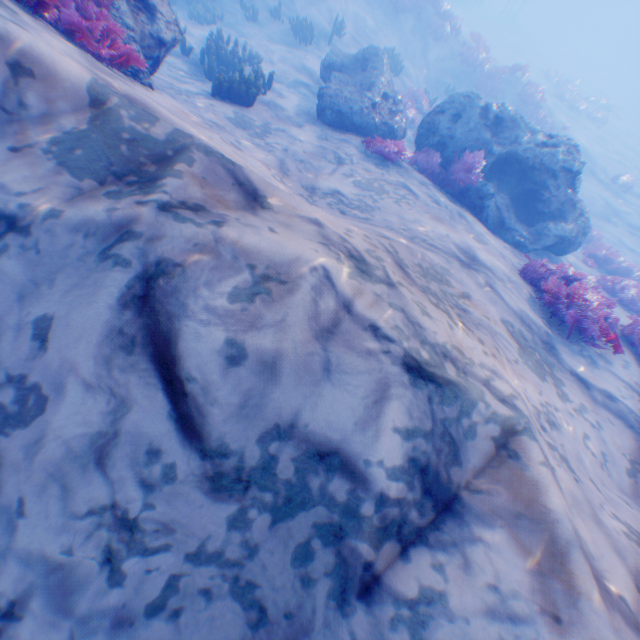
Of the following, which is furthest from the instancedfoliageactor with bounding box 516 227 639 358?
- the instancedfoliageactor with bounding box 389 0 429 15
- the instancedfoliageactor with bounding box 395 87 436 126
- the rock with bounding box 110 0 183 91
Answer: the instancedfoliageactor with bounding box 389 0 429 15

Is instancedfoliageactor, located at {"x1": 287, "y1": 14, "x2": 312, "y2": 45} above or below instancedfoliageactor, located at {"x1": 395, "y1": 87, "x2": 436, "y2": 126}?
above

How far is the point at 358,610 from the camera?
1.9m

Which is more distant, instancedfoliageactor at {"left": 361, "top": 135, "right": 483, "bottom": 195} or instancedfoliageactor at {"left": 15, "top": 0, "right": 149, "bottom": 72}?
instancedfoliageactor at {"left": 361, "top": 135, "right": 483, "bottom": 195}

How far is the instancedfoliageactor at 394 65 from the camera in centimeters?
1515cm

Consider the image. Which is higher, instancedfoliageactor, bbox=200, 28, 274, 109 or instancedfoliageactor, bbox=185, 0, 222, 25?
instancedfoliageactor, bbox=200, 28, 274, 109

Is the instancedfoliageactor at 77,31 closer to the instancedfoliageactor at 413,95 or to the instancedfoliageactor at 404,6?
the instancedfoliageactor at 413,95

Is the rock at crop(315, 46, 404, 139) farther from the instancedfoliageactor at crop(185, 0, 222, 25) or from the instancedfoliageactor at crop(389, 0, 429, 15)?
the instancedfoliageactor at crop(389, 0, 429, 15)
